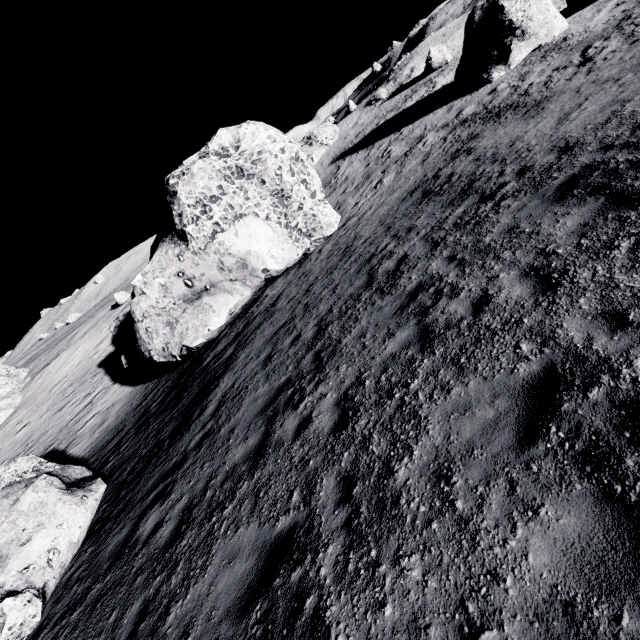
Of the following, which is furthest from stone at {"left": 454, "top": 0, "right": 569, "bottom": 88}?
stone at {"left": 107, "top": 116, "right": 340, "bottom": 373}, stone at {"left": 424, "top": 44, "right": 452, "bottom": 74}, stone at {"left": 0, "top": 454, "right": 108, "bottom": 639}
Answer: stone at {"left": 0, "top": 454, "right": 108, "bottom": 639}

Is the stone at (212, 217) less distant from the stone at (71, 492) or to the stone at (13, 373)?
the stone at (71, 492)

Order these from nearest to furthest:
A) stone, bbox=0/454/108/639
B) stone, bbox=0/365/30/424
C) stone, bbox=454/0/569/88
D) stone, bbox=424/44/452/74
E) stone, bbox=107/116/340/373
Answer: stone, bbox=0/454/108/639 < stone, bbox=107/116/340/373 < stone, bbox=454/0/569/88 < stone, bbox=424/44/452/74 < stone, bbox=0/365/30/424

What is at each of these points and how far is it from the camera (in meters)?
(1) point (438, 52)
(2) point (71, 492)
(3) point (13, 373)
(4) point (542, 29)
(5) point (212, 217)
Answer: (1) stone, 32.41
(2) stone, 9.48
(3) stone, 49.41
(4) stone, 19.44
(5) stone, 14.95

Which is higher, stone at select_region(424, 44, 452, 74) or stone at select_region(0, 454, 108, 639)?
stone at select_region(424, 44, 452, 74)

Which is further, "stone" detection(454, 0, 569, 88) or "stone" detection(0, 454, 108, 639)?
"stone" detection(454, 0, 569, 88)

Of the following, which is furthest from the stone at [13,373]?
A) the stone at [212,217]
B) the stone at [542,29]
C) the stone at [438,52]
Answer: the stone at [438,52]

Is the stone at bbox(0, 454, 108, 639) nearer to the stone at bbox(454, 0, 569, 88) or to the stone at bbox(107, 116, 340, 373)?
the stone at bbox(107, 116, 340, 373)
